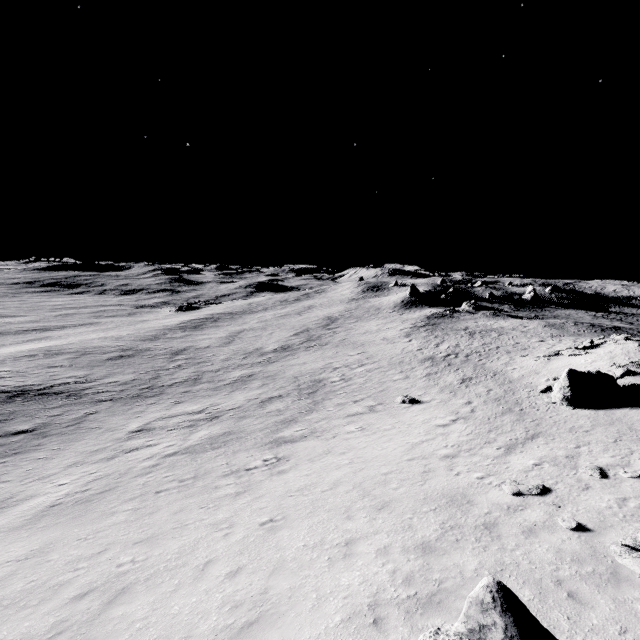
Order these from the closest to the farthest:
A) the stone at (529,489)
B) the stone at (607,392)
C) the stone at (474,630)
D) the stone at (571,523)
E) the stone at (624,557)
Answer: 1. the stone at (474,630)
2. the stone at (624,557)
3. the stone at (571,523)
4. the stone at (529,489)
5. the stone at (607,392)

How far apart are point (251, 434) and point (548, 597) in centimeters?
1778cm

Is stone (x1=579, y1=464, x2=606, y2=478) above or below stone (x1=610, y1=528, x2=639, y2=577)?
below

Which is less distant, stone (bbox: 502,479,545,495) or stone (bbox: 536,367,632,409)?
stone (bbox: 502,479,545,495)

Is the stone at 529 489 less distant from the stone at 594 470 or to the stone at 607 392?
the stone at 594 470

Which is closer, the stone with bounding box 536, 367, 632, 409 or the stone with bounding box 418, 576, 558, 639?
the stone with bounding box 418, 576, 558, 639

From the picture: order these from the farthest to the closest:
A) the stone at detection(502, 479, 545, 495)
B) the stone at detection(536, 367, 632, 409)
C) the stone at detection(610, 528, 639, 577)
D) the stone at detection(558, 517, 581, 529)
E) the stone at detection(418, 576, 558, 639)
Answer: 1. the stone at detection(536, 367, 632, 409)
2. the stone at detection(502, 479, 545, 495)
3. the stone at detection(558, 517, 581, 529)
4. the stone at detection(610, 528, 639, 577)
5. the stone at detection(418, 576, 558, 639)

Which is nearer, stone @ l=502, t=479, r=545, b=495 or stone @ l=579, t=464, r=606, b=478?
stone @ l=502, t=479, r=545, b=495
